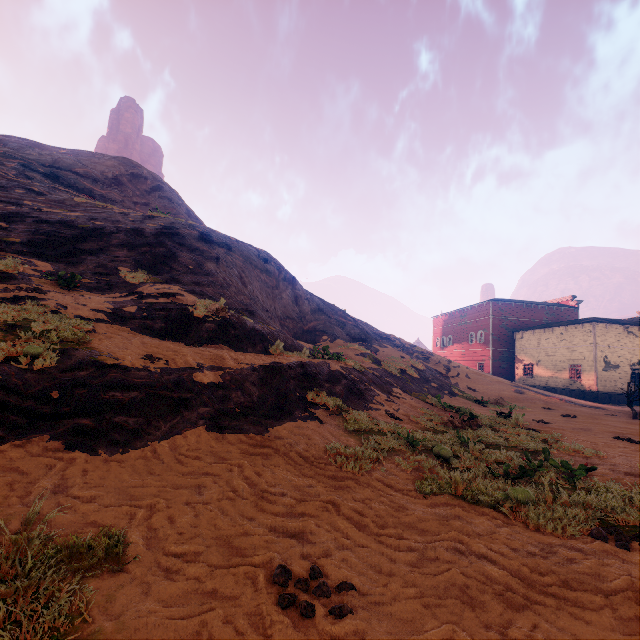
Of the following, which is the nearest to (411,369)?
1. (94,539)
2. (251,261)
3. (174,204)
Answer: (251,261)

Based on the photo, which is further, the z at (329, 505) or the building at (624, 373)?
the building at (624, 373)

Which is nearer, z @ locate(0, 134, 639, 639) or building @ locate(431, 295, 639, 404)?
z @ locate(0, 134, 639, 639)
